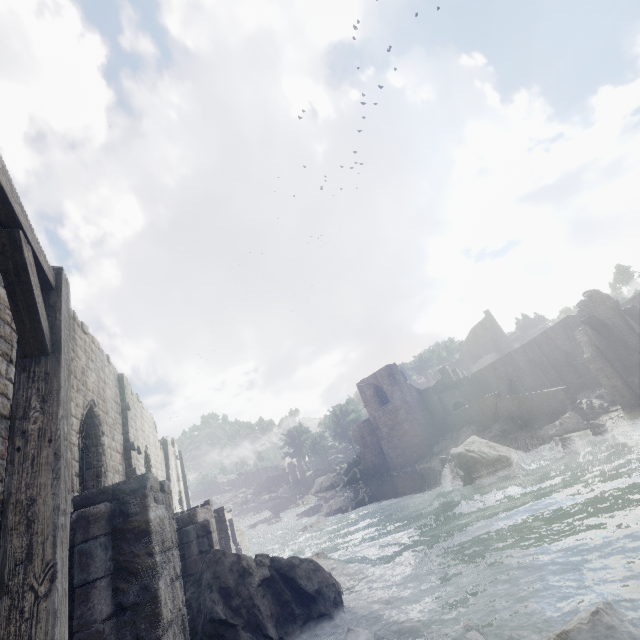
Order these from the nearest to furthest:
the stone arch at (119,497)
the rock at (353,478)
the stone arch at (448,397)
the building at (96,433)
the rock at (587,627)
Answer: the stone arch at (119,497), the rock at (587,627), the building at (96,433), the stone arch at (448,397), the rock at (353,478)

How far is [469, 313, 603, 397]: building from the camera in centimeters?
3231cm

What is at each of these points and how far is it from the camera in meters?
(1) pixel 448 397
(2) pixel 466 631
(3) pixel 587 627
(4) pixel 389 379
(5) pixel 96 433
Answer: (1) stone arch, 41.8
(2) rubble, 6.5
(3) rock, 5.2
(4) building, 40.1
(5) building, 11.3

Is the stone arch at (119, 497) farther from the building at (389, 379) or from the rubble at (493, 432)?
the rubble at (493, 432)

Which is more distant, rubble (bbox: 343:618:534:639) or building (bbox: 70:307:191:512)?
building (bbox: 70:307:191:512)

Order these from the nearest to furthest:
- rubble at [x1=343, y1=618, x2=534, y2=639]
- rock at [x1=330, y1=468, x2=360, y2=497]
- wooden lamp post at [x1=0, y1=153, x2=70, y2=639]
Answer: wooden lamp post at [x1=0, y1=153, x2=70, y2=639], rubble at [x1=343, y1=618, x2=534, y2=639], rock at [x1=330, y1=468, x2=360, y2=497]
